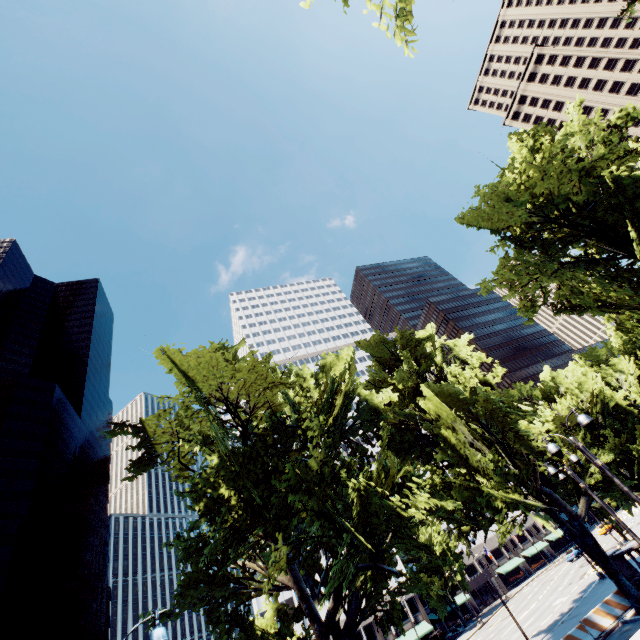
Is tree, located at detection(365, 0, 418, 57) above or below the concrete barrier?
above

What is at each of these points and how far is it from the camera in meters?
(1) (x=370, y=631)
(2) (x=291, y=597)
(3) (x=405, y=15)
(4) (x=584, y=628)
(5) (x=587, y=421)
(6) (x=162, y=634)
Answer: (1) building, 48.8 m
(2) building, 50.6 m
(3) tree, 7.7 m
(4) concrete barrier, 19.2 m
(5) light, 10.5 m
(6) light, 6.5 m

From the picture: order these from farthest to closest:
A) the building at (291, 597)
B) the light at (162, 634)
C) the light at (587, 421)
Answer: the building at (291, 597)
the light at (587, 421)
the light at (162, 634)

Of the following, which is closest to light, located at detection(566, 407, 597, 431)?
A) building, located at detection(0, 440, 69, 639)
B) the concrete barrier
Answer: the concrete barrier

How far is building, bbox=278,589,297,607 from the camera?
49.9m

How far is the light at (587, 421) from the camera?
10.5m

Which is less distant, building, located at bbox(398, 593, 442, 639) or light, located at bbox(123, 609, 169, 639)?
light, located at bbox(123, 609, 169, 639)

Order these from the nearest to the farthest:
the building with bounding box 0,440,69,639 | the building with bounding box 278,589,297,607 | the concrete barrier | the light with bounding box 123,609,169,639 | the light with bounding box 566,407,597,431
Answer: the light with bounding box 123,609,169,639
the light with bounding box 566,407,597,431
the concrete barrier
the building with bounding box 0,440,69,639
the building with bounding box 278,589,297,607
